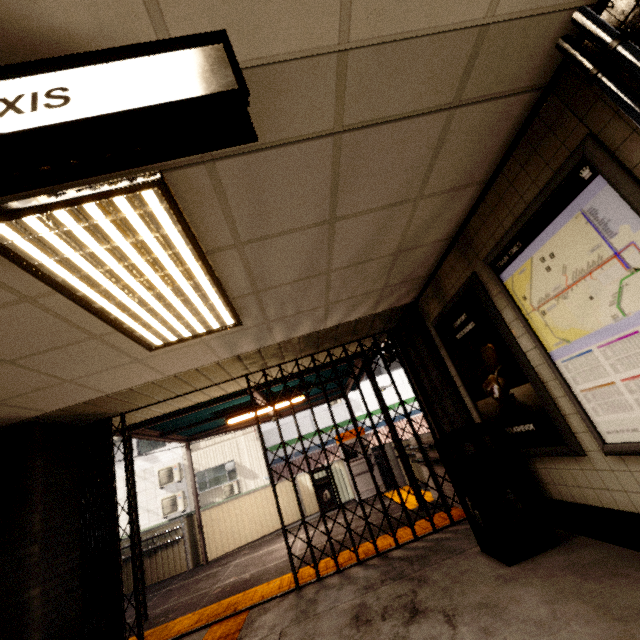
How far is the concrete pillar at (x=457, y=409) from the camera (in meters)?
4.27

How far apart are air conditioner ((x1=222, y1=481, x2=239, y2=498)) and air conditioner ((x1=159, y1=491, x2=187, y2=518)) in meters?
1.8 m

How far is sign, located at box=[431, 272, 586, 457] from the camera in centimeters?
279cm

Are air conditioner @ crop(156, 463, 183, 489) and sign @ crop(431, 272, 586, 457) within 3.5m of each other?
no

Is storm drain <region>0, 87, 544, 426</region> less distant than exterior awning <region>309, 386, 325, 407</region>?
Yes

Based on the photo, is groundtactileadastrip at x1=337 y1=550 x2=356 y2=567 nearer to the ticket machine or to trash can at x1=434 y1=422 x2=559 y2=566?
trash can at x1=434 y1=422 x2=559 y2=566

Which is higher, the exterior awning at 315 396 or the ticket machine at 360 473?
the exterior awning at 315 396

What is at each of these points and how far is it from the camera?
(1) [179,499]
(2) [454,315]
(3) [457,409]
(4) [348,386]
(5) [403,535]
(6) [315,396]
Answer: (1) air conditioner, 15.8 meters
(2) sign, 3.8 meters
(3) concrete pillar, 4.2 meters
(4) exterior awning, 9.4 meters
(5) groundtactileadastrip, 4.8 meters
(6) exterior awning, 9.7 meters
